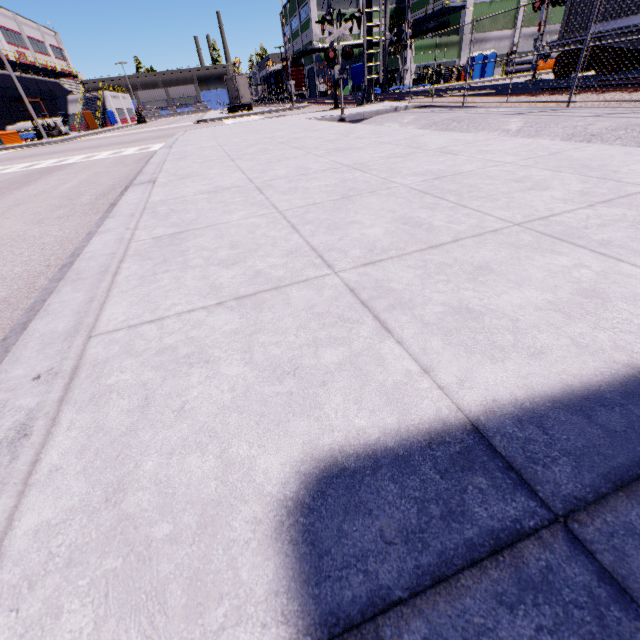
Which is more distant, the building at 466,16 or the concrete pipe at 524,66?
the concrete pipe at 524,66

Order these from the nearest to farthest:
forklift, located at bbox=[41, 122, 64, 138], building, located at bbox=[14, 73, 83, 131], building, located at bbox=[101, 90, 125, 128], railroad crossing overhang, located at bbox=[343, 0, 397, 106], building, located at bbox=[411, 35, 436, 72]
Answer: railroad crossing overhang, located at bbox=[343, 0, 397, 106] → forklift, located at bbox=[41, 122, 64, 138] → building, located at bbox=[411, 35, 436, 72] → building, located at bbox=[14, 73, 83, 131] → building, located at bbox=[101, 90, 125, 128]

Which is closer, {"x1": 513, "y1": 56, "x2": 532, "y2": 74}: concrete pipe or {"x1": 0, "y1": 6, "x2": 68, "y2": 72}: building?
{"x1": 513, "y1": 56, "x2": 532, "y2": 74}: concrete pipe

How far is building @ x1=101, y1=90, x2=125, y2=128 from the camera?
53.4 meters

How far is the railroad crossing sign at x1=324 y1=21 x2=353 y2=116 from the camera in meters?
11.5 m

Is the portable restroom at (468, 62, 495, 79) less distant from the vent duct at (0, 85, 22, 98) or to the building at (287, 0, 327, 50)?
the building at (287, 0, 327, 50)

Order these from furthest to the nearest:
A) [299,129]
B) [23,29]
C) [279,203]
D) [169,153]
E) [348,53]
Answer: [23,29] < [348,53] < [299,129] < [169,153] < [279,203]

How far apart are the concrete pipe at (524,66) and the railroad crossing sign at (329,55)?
45.0m
